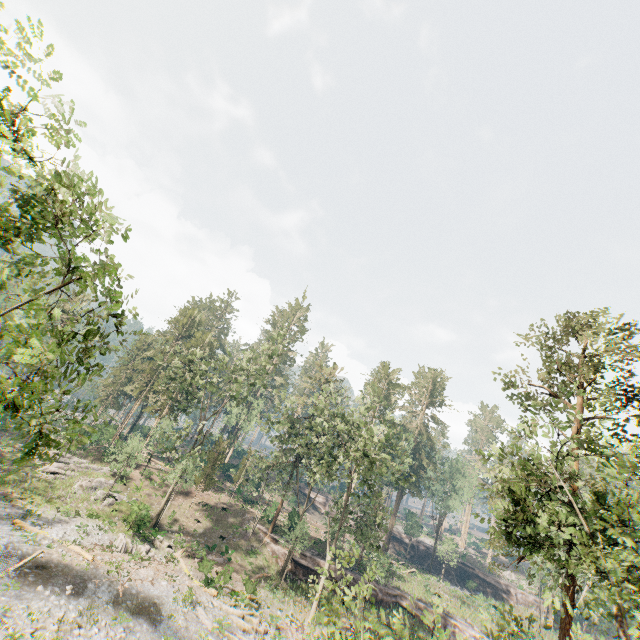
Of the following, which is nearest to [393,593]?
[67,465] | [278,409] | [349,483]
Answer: [349,483]

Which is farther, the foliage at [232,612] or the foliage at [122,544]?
the foliage at [122,544]

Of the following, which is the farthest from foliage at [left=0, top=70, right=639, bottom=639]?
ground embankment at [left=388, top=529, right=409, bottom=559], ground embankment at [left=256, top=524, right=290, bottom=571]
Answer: ground embankment at [left=388, top=529, right=409, bottom=559]

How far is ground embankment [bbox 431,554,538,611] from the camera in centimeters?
5212cm

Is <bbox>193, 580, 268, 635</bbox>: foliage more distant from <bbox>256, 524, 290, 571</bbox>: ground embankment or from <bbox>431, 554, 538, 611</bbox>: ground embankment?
<bbox>431, 554, 538, 611</bbox>: ground embankment

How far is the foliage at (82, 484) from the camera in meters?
31.3

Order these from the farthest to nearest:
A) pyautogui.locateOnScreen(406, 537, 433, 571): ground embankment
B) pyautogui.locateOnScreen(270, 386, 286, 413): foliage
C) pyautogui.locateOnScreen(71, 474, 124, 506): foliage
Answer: pyautogui.locateOnScreen(406, 537, 433, 571): ground embankment
pyautogui.locateOnScreen(270, 386, 286, 413): foliage
pyautogui.locateOnScreen(71, 474, 124, 506): foliage
